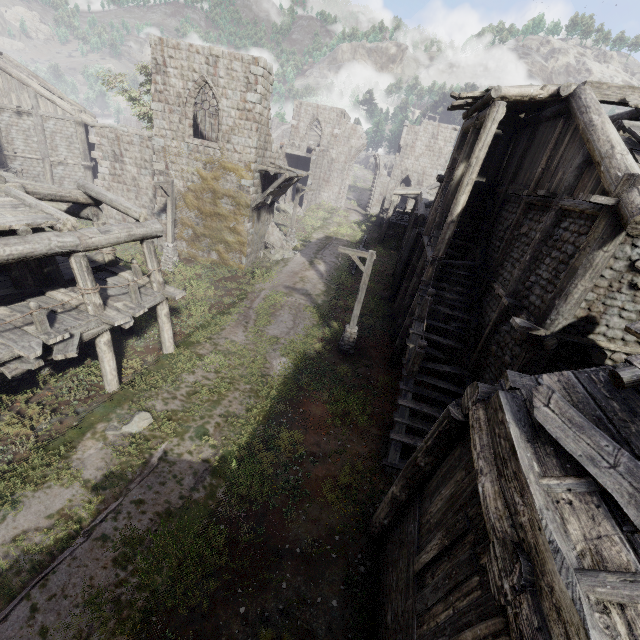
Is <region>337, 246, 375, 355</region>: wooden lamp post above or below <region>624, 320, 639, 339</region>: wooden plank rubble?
below

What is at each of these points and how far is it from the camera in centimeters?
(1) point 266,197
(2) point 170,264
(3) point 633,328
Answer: (1) wooden plank rubble, 1964cm
(2) wooden lamp post, 1950cm
(3) wooden plank rubble, 392cm

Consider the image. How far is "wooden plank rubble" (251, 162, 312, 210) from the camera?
18.9m

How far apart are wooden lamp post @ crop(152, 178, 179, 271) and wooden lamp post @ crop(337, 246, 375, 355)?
10.6m

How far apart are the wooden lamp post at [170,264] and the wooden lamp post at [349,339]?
10.55m

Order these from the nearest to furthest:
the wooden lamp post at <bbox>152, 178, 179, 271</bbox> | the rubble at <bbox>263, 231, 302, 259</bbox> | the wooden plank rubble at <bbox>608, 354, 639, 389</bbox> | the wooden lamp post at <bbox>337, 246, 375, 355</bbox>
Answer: the wooden plank rubble at <bbox>608, 354, 639, 389</bbox> → the wooden lamp post at <bbox>337, 246, 375, 355</bbox> → the wooden lamp post at <bbox>152, 178, 179, 271</bbox> → the rubble at <bbox>263, 231, 302, 259</bbox>

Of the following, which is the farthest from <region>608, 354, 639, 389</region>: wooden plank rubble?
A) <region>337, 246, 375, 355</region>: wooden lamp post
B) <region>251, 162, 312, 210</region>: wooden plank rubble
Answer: <region>251, 162, 312, 210</region>: wooden plank rubble

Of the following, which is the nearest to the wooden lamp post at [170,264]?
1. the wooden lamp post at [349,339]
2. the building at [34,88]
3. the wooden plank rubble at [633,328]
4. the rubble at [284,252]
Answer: the building at [34,88]
